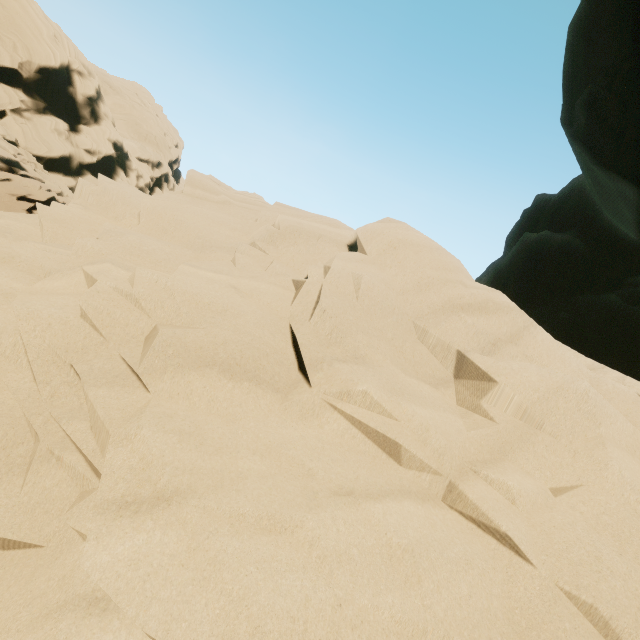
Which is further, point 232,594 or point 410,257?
point 410,257
